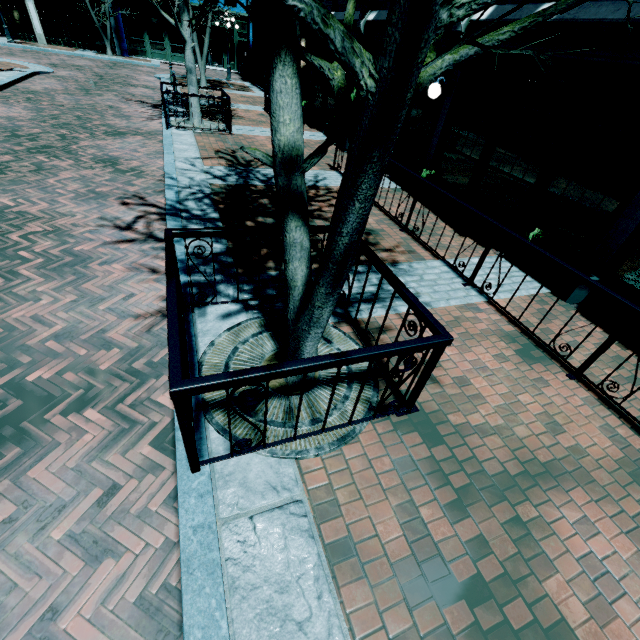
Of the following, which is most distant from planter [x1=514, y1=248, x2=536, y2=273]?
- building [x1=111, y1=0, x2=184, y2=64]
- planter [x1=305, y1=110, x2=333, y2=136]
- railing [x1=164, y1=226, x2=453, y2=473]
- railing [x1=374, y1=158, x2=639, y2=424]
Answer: building [x1=111, y1=0, x2=184, y2=64]

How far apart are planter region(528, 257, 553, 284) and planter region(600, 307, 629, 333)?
0.6 meters

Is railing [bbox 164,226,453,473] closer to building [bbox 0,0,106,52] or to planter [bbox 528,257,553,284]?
planter [bbox 528,257,553,284]

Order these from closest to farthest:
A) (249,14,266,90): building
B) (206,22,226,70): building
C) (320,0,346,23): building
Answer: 1. (320,0,346,23): building
2. (249,14,266,90): building
3. (206,22,226,70): building

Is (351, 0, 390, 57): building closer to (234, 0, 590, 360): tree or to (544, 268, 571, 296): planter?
(544, 268, 571, 296): planter

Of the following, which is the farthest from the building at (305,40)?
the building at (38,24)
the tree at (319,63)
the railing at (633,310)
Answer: the building at (38,24)

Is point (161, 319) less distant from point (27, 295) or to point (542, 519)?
point (27, 295)

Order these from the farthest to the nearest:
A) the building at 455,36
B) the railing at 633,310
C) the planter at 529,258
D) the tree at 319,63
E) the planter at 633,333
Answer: the building at 455,36
the planter at 529,258
the planter at 633,333
the railing at 633,310
the tree at 319,63
